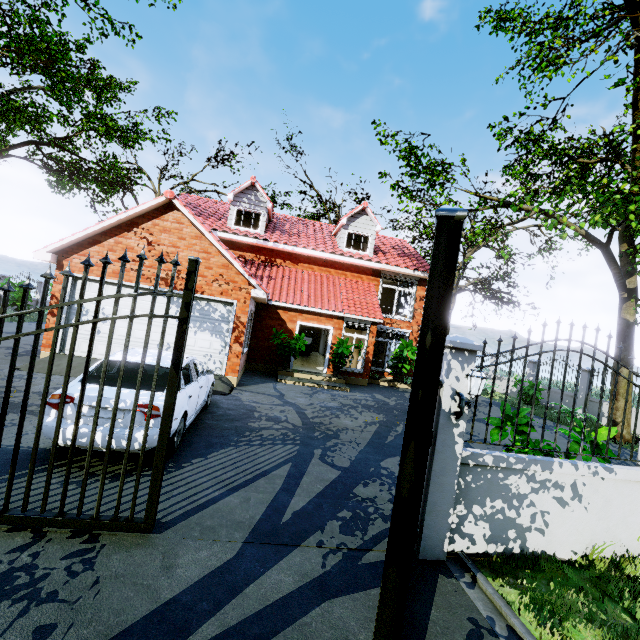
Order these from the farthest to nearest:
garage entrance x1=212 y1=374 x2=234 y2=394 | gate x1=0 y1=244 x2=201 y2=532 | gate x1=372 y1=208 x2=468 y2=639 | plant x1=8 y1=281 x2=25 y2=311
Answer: plant x1=8 y1=281 x2=25 y2=311, garage entrance x1=212 y1=374 x2=234 y2=394, gate x1=0 y1=244 x2=201 y2=532, gate x1=372 y1=208 x2=468 y2=639

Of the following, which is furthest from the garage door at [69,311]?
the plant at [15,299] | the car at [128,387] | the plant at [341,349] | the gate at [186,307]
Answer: the plant at [15,299]

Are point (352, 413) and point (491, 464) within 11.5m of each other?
yes

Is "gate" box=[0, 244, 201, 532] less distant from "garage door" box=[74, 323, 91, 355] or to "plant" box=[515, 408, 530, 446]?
"plant" box=[515, 408, 530, 446]

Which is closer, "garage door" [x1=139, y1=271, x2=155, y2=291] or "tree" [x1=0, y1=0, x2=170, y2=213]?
"garage door" [x1=139, y1=271, x2=155, y2=291]

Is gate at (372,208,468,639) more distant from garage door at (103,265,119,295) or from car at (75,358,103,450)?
garage door at (103,265,119,295)

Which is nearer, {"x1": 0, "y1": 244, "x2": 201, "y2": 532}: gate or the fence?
{"x1": 0, "y1": 244, "x2": 201, "y2": 532}: gate

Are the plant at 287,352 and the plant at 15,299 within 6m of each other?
no
